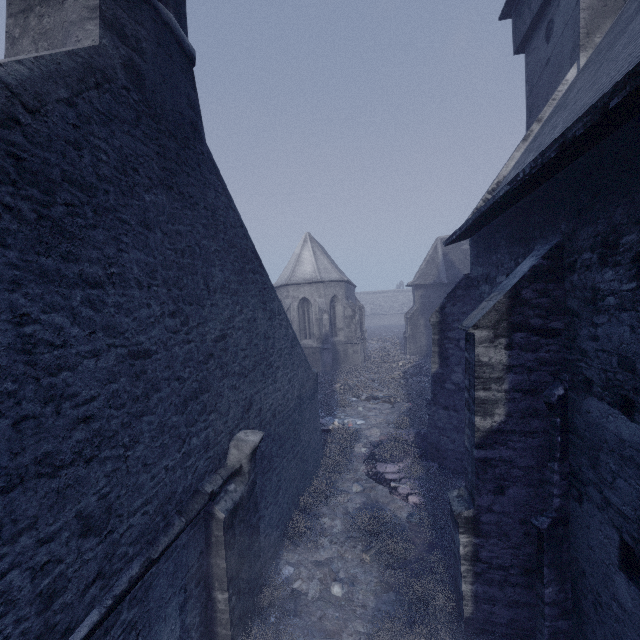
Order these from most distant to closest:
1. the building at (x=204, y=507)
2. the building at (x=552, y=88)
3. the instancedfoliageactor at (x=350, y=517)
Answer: the instancedfoliageactor at (x=350, y=517), the building at (x=552, y=88), the building at (x=204, y=507)

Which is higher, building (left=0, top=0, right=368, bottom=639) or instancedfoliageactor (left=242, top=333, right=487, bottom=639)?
building (left=0, top=0, right=368, bottom=639)

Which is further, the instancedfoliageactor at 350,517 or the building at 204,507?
the instancedfoliageactor at 350,517

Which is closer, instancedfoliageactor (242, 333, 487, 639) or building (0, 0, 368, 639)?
building (0, 0, 368, 639)

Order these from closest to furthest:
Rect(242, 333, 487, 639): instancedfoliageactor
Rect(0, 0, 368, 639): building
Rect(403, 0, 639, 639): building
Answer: Rect(0, 0, 368, 639): building < Rect(403, 0, 639, 639): building < Rect(242, 333, 487, 639): instancedfoliageactor

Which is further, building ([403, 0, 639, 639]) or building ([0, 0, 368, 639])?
building ([403, 0, 639, 639])

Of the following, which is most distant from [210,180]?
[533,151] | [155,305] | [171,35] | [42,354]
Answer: [533,151]
